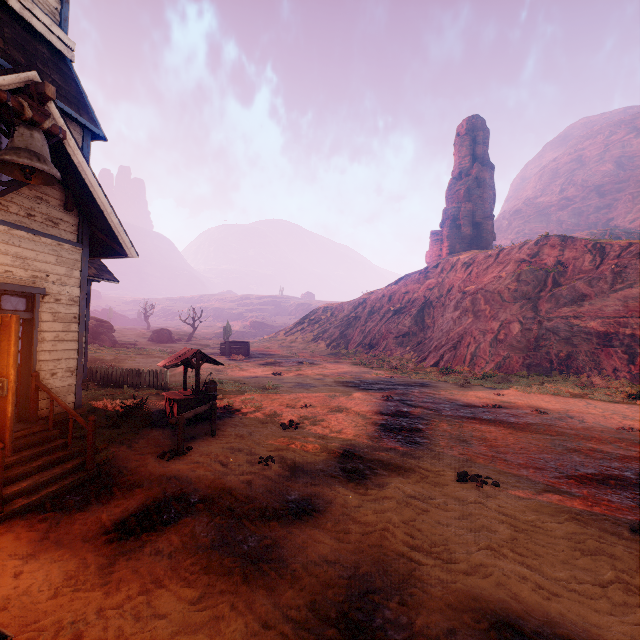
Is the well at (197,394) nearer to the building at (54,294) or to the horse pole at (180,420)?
the horse pole at (180,420)

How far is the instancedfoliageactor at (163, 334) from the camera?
46.8m

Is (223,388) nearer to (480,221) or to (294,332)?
(294,332)

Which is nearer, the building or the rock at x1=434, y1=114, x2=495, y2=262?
the building

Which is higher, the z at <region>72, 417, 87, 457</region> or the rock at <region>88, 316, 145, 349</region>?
the rock at <region>88, 316, 145, 349</region>

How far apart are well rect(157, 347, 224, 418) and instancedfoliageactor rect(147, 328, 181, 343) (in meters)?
39.29

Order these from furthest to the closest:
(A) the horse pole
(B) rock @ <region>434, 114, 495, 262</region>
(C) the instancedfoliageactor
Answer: (B) rock @ <region>434, 114, 495, 262</region>
(C) the instancedfoliageactor
(A) the horse pole

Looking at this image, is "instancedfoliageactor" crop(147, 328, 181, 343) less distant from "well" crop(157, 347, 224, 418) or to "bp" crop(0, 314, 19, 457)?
"well" crop(157, 347, 224, 418)
